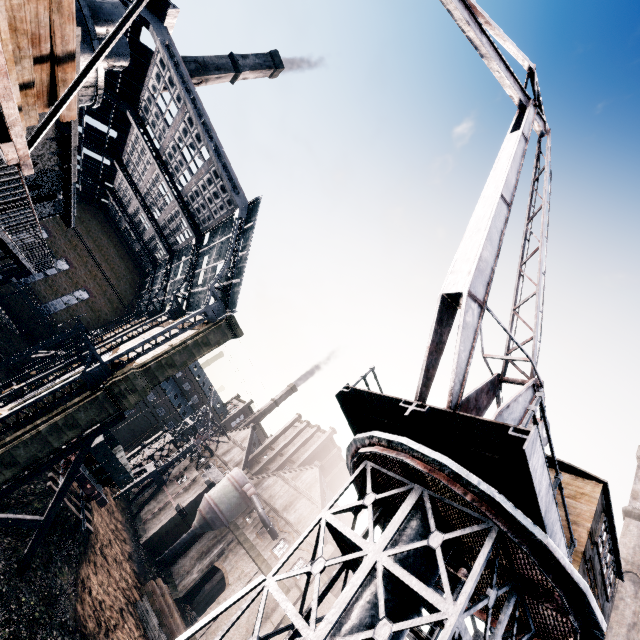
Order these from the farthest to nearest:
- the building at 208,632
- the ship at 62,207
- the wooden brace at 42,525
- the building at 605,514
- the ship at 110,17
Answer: the building at 208,632 < the wooden brace at 42,525 < the ship at 62,207 < the building at 605,514 < the ship at 110,17

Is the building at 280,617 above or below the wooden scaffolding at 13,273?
above

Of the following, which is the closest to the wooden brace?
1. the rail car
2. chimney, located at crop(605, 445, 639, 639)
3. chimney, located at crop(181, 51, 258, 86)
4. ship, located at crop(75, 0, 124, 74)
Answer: the rail car

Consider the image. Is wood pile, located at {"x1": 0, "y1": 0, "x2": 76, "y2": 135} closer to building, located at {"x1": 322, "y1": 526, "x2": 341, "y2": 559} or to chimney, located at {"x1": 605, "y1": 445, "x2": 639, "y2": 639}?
building, located at {"x1": 322, "y1": 526, "x2": 341, "y2": 559}

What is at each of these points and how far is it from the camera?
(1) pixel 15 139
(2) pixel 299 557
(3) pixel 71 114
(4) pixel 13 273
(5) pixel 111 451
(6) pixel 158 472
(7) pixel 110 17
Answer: (1) loading platform, 4.8m
(2) building, 34.9m
(3) wood pile, 6.5m
(4) wooden scaffolding, 32.6m
(5) rail car, 29.2m
(6) crane, 46.2m
(7) ship, 11.3m

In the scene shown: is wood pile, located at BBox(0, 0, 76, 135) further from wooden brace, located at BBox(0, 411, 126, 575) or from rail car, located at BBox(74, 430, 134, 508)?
rail car, located at BBox(74, 430, 134, 508)

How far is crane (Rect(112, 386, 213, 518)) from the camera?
44.2 meters

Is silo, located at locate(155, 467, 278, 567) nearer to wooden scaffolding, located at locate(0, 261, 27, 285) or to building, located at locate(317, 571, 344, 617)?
building, located at locate(317, 571, 344, 617)
